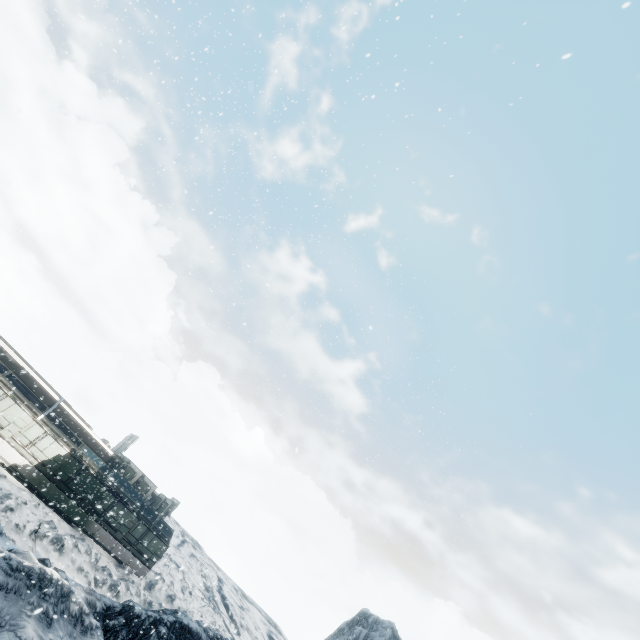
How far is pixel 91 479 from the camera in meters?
23.6
